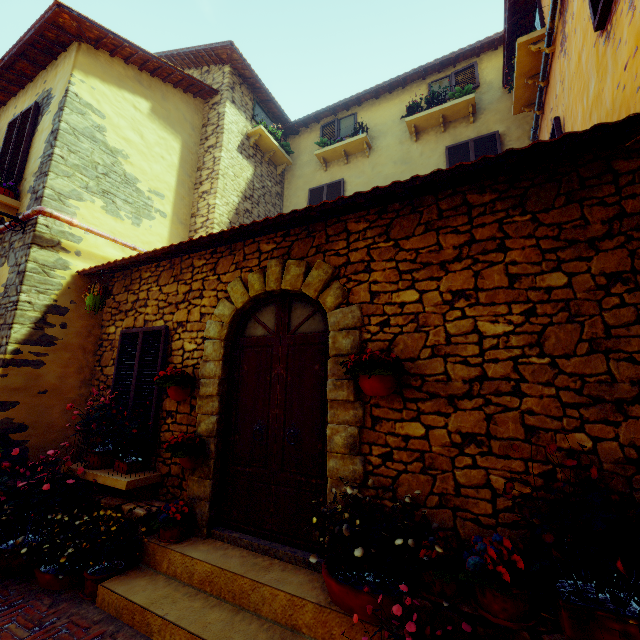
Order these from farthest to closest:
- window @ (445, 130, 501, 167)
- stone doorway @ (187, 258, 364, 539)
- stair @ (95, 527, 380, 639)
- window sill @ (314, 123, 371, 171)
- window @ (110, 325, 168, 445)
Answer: window sill @ (314, 123, 371, 171) → window @ (445, 130, 501, 167) → window @ (110, 325, 168, 445) → stone doorway @ (187, 258, 364, 539) → stair @ (95, 527, 380, 639)

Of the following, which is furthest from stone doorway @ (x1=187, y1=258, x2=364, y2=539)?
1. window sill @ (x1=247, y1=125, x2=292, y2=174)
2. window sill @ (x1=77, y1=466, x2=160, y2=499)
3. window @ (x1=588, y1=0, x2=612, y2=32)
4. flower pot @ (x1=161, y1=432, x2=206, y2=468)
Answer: window sill @ (x1=247, y1=125, x2=292, y2=174)

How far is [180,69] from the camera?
7.0 meters

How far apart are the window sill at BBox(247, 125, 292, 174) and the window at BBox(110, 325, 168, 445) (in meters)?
6.00

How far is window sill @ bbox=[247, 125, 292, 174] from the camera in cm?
841

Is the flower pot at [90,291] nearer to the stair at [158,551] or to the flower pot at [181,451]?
the flower pot at [181,451]

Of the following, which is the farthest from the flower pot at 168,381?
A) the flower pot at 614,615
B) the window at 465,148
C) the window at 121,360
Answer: the window at 465,148

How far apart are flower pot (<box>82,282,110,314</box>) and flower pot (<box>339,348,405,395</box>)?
4.2m
